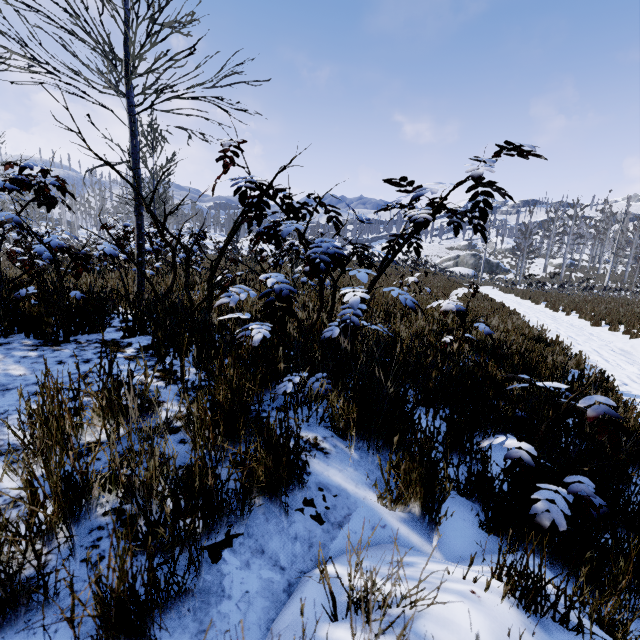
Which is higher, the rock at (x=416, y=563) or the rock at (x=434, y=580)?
the rock at (x=434, y=580)

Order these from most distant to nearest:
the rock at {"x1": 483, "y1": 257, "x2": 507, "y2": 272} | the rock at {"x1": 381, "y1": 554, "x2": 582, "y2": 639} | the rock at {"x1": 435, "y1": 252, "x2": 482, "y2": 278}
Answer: the rock at {"x1": 483, "y1": 257, "x2": 507, "y2": 272}, the rock at {"x1": 435, "y1": 252, "x2": 482, "y2": 278}, the rock at {"x1": 381, "y1": 554, "x2": 582, "y2": 639}

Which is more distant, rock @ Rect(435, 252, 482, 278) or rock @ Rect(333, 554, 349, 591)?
rock @ Rect(435, 252, 482, 278)

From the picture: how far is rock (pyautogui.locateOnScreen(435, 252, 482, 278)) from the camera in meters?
44.6

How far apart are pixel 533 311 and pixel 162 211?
17.0 meters

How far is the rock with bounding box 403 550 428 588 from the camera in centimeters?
100cm

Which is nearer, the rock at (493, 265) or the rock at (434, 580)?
the rock at (434, 580)
